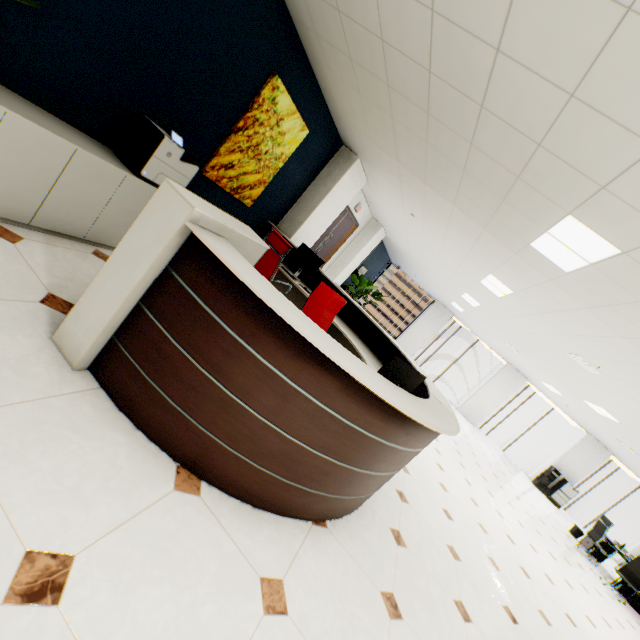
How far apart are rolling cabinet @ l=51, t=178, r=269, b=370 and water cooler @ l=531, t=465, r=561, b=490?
15.6 meters

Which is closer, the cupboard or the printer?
the cupboard

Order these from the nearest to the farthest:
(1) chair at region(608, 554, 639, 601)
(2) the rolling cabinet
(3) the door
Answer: (2) the rolling cabinet, (1) chair at region(608, 554, 639, 601), (3) the door

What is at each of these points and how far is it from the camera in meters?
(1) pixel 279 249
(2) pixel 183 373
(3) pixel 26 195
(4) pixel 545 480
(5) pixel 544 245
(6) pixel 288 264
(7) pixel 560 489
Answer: (1) chair, 4.3
(2) reception desk, 1.8
(3) cupboard, 2.4
(4) water cooler, 12.9
(5) light, 3.3
(6) reception desk, 5.9
(7) copier, 12.7

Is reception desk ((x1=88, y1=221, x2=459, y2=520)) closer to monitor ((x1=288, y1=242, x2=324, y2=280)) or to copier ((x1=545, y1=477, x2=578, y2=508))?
monitor ((x1=288, y1=242, x2=324, y2=280))

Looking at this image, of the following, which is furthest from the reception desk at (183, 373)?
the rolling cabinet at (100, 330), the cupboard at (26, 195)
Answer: the cupboard at (26, 195)

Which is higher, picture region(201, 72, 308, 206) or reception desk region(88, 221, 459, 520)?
picture region(201, 72, 308, 206)

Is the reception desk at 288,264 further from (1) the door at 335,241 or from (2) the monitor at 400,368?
(1) the door at 335,241
